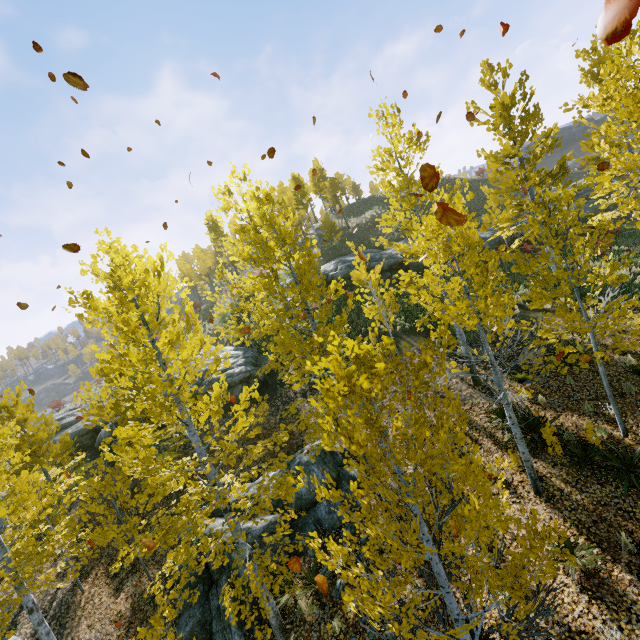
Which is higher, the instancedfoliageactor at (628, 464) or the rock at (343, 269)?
the rock at (343, 269)

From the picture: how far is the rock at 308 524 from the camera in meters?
9.5

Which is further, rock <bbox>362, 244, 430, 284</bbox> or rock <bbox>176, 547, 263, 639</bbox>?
rock <bbox>362, 244, 430, 284</bbox>

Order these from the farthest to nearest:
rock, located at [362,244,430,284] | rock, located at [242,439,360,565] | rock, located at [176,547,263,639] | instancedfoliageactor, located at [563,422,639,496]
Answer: rock, located at [362,244,430,284]
rock, located at [242,439,360,565]
rock, located at [176,547,263,639]
instancedfoliageactor, located at [563,422,639,496]

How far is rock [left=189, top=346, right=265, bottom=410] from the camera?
17.12m

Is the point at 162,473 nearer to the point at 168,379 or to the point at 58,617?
the point at 168,379

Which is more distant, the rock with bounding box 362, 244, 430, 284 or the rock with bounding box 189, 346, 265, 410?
the rock with bounding box 362, 244, 430, 284

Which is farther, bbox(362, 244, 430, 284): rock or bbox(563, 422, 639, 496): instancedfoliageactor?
bbox(362, 244, 430, 284): rock
